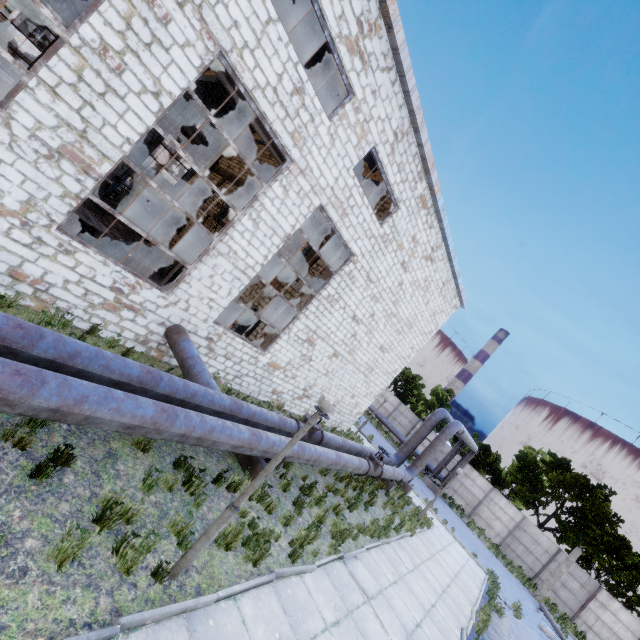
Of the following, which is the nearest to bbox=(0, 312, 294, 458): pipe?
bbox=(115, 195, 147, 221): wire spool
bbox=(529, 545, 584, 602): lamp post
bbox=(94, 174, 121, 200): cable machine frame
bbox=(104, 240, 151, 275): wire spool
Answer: bbox=(104, 240, 151, 275): wire spool

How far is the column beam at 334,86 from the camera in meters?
11.1

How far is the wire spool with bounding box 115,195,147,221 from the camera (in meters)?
19.89

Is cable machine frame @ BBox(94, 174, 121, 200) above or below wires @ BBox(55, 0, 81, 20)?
below

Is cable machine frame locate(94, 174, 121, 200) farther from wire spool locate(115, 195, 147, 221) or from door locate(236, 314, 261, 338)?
door locate(236, 314, 261, 338)

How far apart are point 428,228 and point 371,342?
6.07m

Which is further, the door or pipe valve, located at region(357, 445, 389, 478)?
the door

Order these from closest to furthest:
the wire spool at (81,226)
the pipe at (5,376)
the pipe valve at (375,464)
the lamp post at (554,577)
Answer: the pipe at (5,376)
the wire spool at (81,226)
the pipe valve at (375,464)
the lamp post at (554,577)
